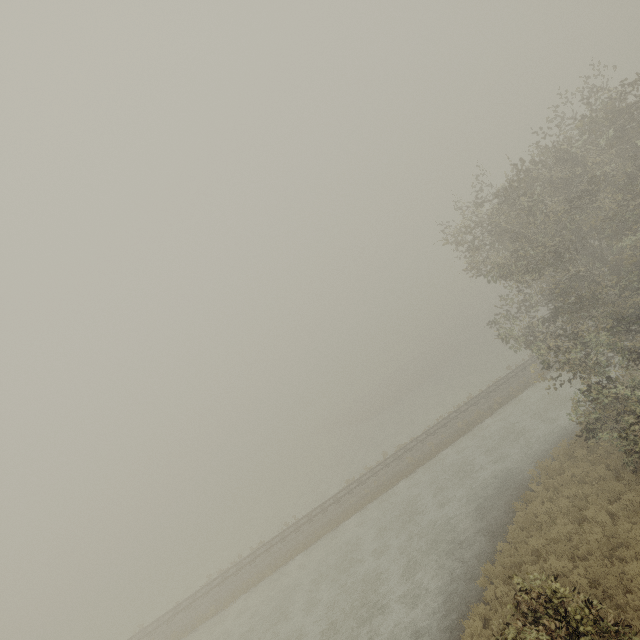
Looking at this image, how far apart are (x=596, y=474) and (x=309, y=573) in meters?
18.7 m
